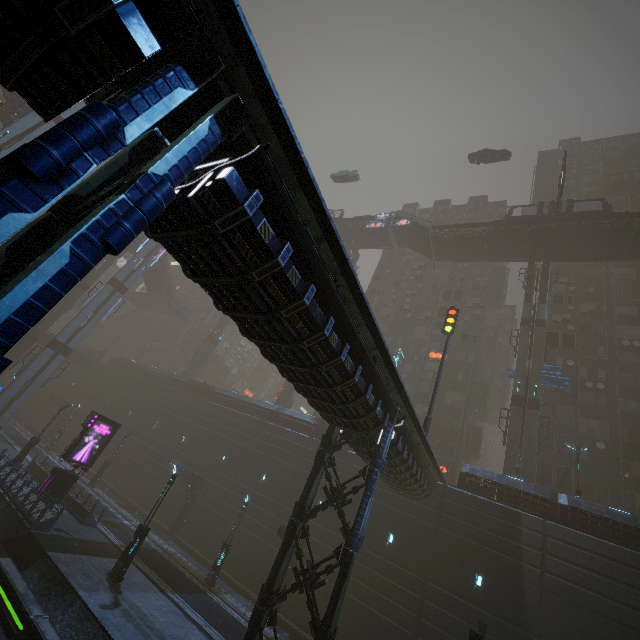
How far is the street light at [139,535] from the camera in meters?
15.9

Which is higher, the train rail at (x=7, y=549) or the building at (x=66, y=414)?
the building at (x=66, y=414)

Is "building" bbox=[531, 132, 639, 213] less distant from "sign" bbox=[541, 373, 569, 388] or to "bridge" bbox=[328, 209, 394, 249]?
"bridge" bbox=[328, 209, 394, 249]

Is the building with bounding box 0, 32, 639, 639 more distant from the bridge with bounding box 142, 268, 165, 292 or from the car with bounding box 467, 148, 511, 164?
the bridge with bounding box 142, 268, 165, 292

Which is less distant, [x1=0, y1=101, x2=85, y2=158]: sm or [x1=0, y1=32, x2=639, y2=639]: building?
[x1=0, y1=32, x2=639, y2=639]: building

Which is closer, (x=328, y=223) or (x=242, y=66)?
(x=242, y=66)

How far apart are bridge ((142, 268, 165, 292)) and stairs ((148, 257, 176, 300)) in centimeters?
0cm

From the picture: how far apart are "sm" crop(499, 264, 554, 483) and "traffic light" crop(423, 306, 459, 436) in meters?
11.8 m
